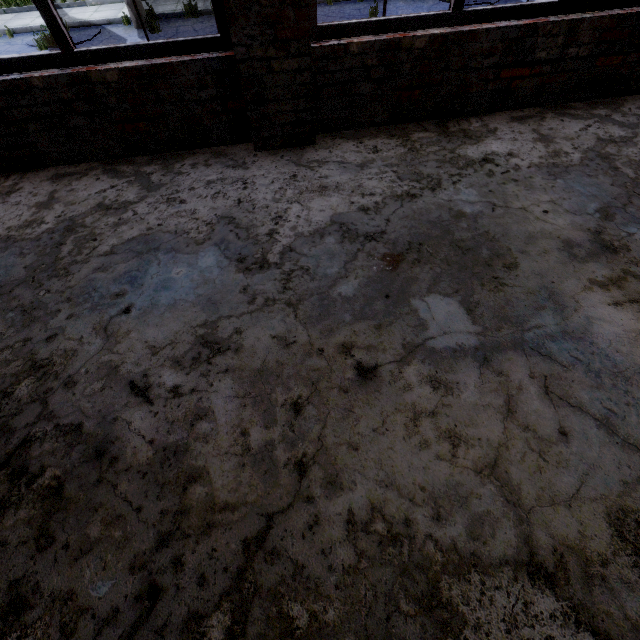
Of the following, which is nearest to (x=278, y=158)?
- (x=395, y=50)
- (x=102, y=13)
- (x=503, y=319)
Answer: (x=395, y=50)
